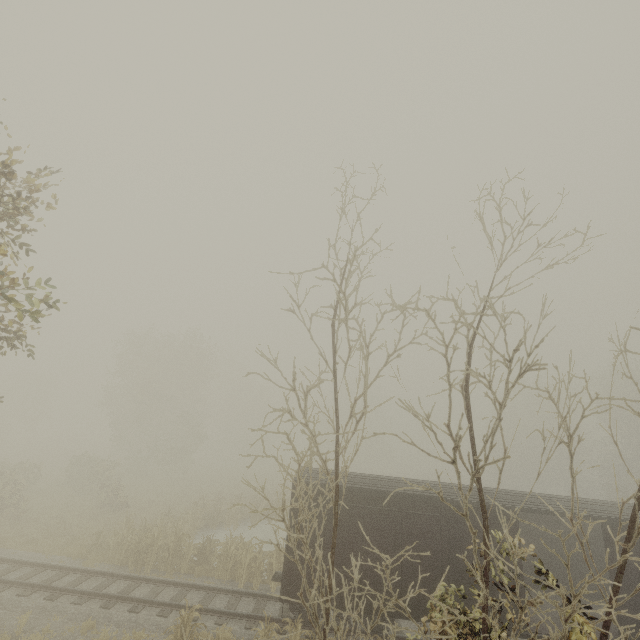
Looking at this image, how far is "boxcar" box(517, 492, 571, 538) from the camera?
11.00m

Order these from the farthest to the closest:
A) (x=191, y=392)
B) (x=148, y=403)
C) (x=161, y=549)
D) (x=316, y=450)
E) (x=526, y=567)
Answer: (x=191, y=392) < (x=148, y=403) < (x=161, y=549) < (x=526, y=567) < (x=316, y=450)

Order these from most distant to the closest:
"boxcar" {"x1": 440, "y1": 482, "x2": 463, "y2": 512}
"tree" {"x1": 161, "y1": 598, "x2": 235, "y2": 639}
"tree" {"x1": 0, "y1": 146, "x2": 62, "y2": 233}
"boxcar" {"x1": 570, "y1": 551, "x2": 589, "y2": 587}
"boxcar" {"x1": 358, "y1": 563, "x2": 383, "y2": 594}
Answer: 1. "boxcar" {"x1": 570, "y1": 551, "x2": 589, "y2": 587}
2. "boxcar" {"x1": 440, "y1": 482, "x2": 463, "y2": 512}
3. "boxcar" {"x1": 358, "y1": 563, "x2": 383, "y2": 594}
4. "tree" {"x1": 161, "y1": 598, "x2": 235, "y2": 639}
5. "tree" {"x1": 0, "y1": 146, "x2": 62, "y2": 233}

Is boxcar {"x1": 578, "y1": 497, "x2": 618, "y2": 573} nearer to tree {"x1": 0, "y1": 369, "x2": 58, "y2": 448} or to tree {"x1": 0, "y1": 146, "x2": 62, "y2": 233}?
tree {"x1": 0, "y1": 146, "x2": 62, "y2": 233}

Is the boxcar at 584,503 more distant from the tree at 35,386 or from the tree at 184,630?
the tree at 35,386

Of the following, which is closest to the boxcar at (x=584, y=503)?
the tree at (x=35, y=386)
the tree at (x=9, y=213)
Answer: the tree at (x=9, y=213)

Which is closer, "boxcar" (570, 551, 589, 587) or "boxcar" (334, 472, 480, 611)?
"boxcar" (334, 472, 480, 611)
